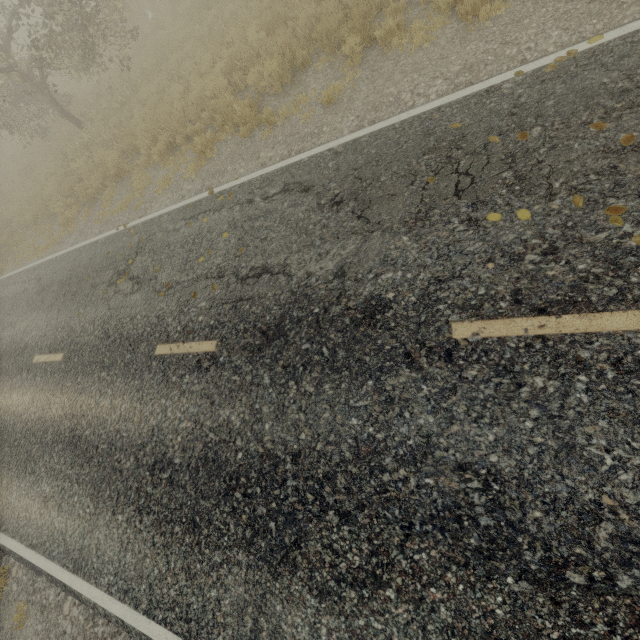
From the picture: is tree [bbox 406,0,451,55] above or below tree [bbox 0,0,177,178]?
below

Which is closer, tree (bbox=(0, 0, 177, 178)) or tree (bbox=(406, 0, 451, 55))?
tree (bbox=(406, 0, 451, 55))

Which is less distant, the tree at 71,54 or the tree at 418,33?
the tree at 418,33

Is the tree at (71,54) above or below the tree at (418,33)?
above

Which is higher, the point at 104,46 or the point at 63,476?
the point at 104,46
